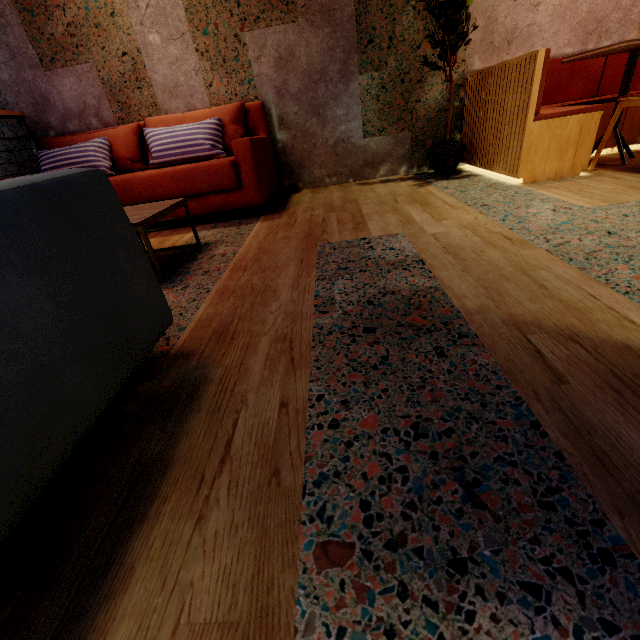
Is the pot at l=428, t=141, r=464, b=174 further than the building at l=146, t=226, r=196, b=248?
Yes

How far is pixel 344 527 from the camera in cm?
56

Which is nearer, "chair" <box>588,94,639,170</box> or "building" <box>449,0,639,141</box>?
"chair" <box>588,94,639,170</box>

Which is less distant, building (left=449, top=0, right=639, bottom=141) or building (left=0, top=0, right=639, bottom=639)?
building (left=0, top=0, right=639, bottom=639)

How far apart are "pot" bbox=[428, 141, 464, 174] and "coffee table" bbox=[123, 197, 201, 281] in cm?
236

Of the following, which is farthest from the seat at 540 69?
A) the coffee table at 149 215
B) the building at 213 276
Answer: the coffee table at 149 215

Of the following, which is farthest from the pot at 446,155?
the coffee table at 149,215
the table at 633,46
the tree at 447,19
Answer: the coffee table at 149,215

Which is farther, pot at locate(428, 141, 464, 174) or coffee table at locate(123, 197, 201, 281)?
pot at locate(428, 141, 464, 174)
